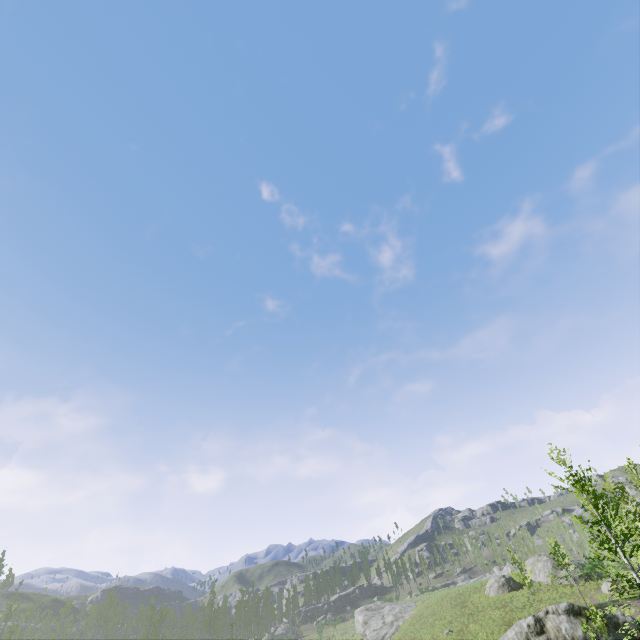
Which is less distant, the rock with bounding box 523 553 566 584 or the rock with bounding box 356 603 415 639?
the rock with bounding box 523 553 566 584

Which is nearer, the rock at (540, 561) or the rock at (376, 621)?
the rock at (540, 561)

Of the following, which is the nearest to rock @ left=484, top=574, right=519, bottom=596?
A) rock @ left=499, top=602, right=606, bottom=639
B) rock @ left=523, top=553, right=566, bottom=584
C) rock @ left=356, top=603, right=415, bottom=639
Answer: rock @ left=523, top=553, right=566, bottom=584

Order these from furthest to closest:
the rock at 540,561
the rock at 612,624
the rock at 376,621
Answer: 1. the rock at 376,621
2. the rock at 540,561
3. the rock at 612,624

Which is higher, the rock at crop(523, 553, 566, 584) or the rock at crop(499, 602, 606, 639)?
the rock at crop(523, 553, 566, 584)

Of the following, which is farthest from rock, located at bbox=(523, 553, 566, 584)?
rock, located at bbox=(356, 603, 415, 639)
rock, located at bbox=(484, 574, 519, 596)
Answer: rock, located at bbox=(356, 603, 415, 639)

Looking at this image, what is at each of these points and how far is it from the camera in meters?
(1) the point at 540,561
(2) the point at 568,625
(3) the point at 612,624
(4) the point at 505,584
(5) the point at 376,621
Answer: (1) rock, 39.4 m
(2) rock, 21.3 m
(3) rock, 21.0 m
(4) rock, 37.6 m
(5) rock, 50.2 m
